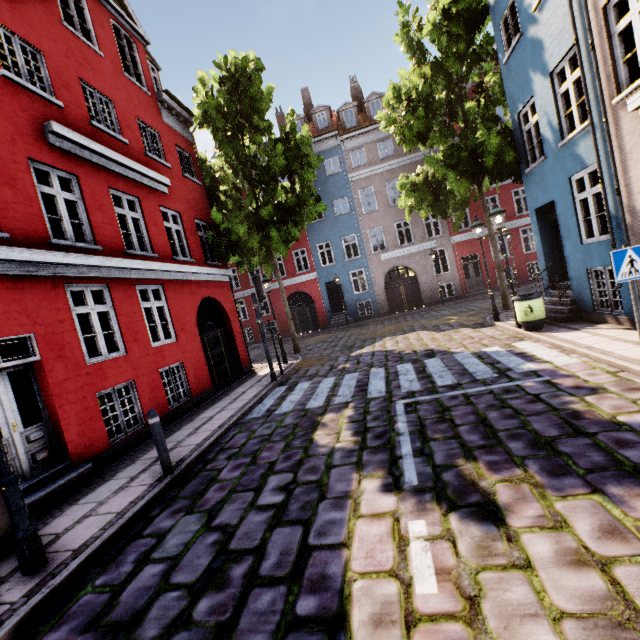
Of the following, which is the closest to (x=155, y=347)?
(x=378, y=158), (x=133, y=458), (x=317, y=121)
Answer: (x=133, y=458)

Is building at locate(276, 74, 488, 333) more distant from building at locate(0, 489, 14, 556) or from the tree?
building at locate(0, 489, 14, 556)

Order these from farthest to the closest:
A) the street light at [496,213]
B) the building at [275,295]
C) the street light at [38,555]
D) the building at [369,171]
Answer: the building at [275,295], the building at [369,171], the street light at [496,213], the street light at [38,555]

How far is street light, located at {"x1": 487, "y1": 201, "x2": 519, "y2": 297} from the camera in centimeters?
946cm

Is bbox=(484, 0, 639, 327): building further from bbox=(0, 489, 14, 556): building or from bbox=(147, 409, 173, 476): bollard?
bbox=(0, 489, 14, 556): building

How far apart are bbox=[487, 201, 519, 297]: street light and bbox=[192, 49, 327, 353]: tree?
7.6m

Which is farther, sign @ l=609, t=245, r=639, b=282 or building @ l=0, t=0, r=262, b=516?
building @ l=0, t=0, r=262, b=516

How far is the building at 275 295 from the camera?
25.6 meters
